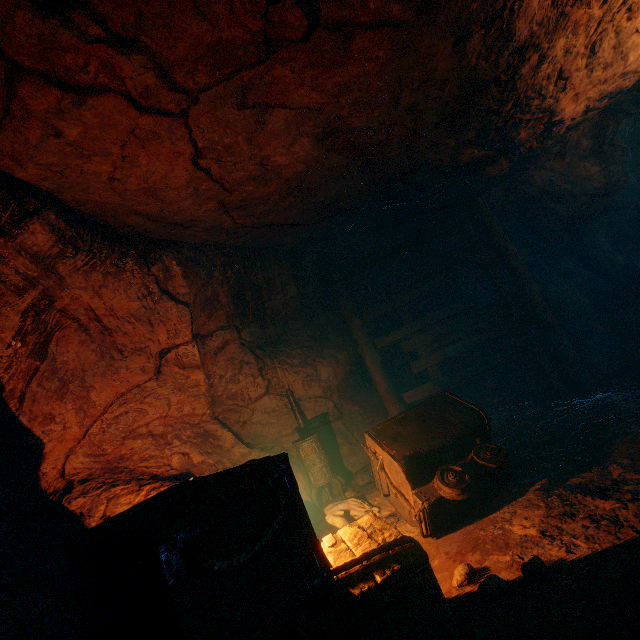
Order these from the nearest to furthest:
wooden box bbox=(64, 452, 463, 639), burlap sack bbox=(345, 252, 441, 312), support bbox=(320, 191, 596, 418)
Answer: wooden box bbox=(64, 452, 463, 639), support bbox=(320, 191, 596, 418), burlap sack bbox=(345, 252, 441, 312)

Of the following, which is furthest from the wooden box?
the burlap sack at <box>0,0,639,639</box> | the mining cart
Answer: the mining cart

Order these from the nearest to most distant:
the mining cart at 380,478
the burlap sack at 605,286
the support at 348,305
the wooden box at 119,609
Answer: the wooden box at 119,609, the burlap sack at 605,286, the mining cart at 380,478, the support at 348,305

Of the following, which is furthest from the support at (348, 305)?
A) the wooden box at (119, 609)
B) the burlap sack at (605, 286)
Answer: the wooden box at (119, 609)

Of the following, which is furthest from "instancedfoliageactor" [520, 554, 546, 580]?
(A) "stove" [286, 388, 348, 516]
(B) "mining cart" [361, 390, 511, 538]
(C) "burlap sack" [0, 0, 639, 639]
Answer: (A) "stove" [286, 388, 348, 516]

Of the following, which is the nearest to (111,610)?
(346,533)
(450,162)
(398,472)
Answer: (346,533)

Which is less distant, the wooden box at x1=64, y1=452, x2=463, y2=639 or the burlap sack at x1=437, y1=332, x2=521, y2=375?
the wooden box at x1=64, y1=452, x2=463, y2=639

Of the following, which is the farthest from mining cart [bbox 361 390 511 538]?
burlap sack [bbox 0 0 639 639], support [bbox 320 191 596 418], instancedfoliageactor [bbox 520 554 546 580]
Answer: support [bbox 320 191 596 418]
